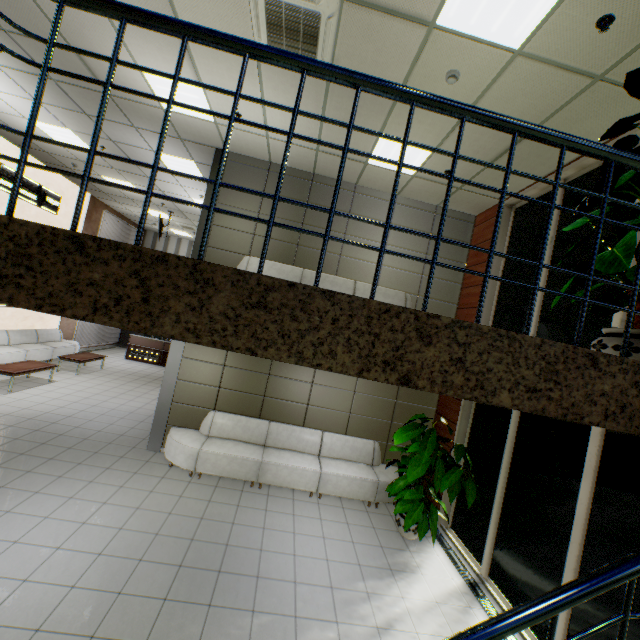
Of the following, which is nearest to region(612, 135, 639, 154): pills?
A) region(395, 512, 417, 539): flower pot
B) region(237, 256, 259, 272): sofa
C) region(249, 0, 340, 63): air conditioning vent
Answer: region(249, 0, 340, 63): air conditioning vent

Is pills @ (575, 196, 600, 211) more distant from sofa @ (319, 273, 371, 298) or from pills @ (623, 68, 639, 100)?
sofa @ (319, 273, 371, 298)

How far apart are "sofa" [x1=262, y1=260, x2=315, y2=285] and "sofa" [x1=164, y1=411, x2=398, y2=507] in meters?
2.5 m

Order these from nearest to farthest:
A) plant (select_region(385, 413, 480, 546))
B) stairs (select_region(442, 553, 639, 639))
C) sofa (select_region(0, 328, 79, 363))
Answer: stairs (select_region(442, 553, 639, 639))
plant (select_region(385, 413, 480, 546))
sofa (select_region(0, 328, 79, 363))

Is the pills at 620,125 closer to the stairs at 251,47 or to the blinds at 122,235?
the stairs at 251,47

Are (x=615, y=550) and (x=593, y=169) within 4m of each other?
no

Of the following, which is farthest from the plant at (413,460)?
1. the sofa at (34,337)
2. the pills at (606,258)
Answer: the sofa at (34,337)

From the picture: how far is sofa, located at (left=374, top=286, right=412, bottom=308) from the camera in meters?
7.2 m
